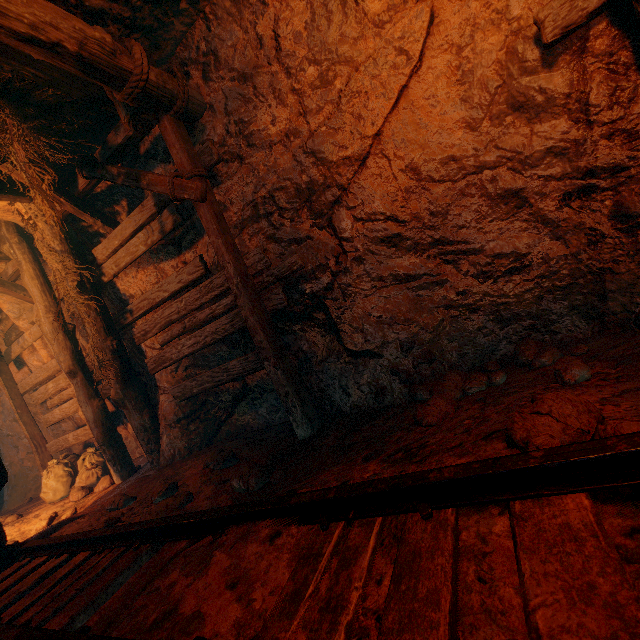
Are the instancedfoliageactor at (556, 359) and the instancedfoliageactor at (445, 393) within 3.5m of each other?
yes

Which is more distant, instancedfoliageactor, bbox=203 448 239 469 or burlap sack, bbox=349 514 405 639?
instancedfoliageactor, bbox=203 448 239 469

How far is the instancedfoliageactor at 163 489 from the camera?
3.34m

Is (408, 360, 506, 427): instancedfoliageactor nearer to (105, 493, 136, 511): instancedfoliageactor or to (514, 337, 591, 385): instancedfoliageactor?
(514, 337, 591, 385): instancedfoliageactor

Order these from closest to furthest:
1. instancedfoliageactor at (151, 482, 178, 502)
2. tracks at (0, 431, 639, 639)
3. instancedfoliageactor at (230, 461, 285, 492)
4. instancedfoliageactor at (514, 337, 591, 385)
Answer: tracks at (0, 431, 639, 639), instancedfoliageactor at (514, 337, 591, 385), instancedfoliageactor at (230, 461, 285, 492), instancedfoliageactor at (151, 482, 178, 502)

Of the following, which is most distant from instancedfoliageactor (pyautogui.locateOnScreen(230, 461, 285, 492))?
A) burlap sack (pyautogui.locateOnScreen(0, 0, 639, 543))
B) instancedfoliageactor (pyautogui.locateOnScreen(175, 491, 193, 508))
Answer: instancedfoliageactor (pyautogui.locateOnScreen(175, 491, 193, 508))

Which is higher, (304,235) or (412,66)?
(412,66)

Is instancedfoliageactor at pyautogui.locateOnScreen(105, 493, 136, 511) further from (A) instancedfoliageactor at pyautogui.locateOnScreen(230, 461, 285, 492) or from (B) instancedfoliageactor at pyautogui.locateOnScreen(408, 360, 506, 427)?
(B) instancedfoliageactor at pyautogui.locateOnScreen(408, 360, 506, 427)
